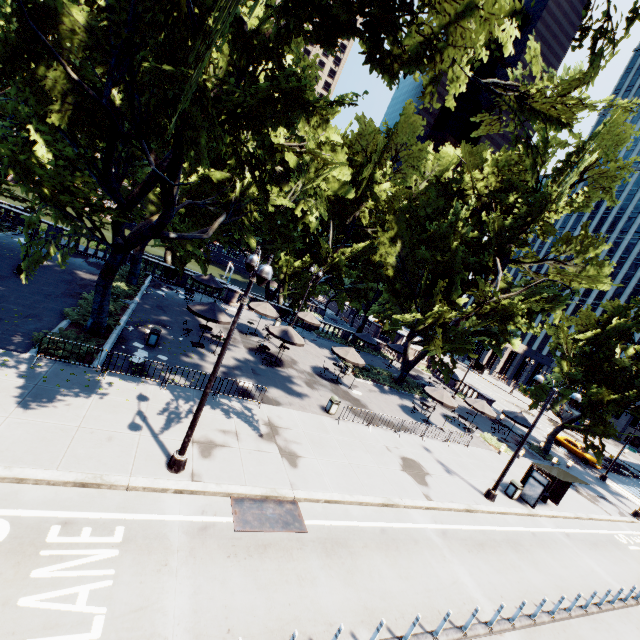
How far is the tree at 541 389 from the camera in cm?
3234

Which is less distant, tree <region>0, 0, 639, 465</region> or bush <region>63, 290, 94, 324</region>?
tree <region>0, 0, 639, 465</region>

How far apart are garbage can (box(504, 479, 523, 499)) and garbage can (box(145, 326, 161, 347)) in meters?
21.5 m

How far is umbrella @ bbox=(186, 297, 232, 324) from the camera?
18.66m

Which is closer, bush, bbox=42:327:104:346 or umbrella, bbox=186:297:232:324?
bush, bbox=42:327:104:346

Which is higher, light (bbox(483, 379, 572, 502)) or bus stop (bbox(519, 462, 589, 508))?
bus stop (bbox(519, 462, 589, 508))

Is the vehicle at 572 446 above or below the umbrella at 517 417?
below

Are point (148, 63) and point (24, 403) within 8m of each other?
no
